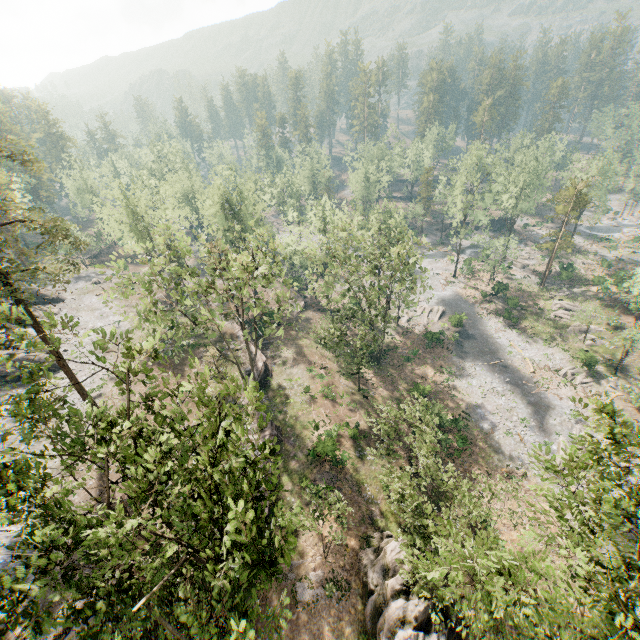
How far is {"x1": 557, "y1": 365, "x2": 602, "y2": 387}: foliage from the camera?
40.03m

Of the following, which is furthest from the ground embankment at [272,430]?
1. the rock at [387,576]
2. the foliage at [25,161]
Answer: the foliage at [25,161]

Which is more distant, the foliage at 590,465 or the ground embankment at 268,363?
the ground embankment at 268,363

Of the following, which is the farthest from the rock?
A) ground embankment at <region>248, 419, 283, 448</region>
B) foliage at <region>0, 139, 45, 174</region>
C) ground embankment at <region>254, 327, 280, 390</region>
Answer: ground embankment at <region>254, 327, 280, 390</region>

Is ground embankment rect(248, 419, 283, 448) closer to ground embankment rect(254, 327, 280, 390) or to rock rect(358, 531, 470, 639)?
rock rect(358, 531, 470, 639)

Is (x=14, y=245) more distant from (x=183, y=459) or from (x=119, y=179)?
(x=183, y=459)

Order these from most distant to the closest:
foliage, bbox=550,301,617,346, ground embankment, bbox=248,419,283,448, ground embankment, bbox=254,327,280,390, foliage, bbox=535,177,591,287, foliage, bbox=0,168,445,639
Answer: foliage, bbox=535,177,591,287 < foliage, bbox=550,301,617,346 < ground embankment, bbox=254,327,280,390 < ground embankment, bbox=248,419,283,448 < foliage, bbox=0,168,445,639

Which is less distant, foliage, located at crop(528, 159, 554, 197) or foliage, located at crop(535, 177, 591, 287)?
foliage, located at crop(535, 177, 591, 287)
